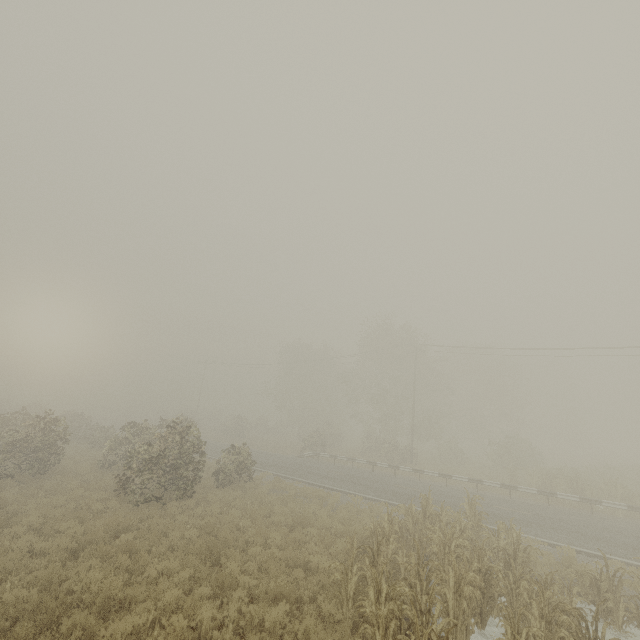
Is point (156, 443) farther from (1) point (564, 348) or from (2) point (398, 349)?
(2) point (398, 349)

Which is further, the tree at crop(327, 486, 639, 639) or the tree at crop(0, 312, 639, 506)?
the tree at crop(0, 312, 639, 506)

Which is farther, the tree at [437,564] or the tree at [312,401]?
the tree at [312,401]
